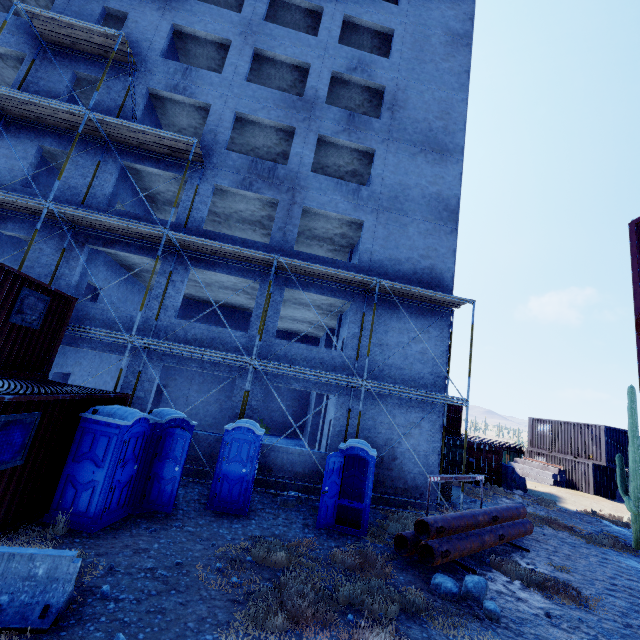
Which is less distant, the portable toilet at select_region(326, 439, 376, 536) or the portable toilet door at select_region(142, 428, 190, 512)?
the portable toilet door at select_region(142, 428, 190, 512)

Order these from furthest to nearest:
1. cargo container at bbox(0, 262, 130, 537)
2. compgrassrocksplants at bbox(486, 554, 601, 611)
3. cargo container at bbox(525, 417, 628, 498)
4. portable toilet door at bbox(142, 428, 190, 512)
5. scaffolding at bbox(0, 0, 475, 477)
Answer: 1. cargo container at bbox(525, 417, 628, 498)
2. scaffolding at bbox(0, 0, 475, 477)
3. portable toilet door at bbox(142, 428, 190, 512)
4. compgrassrocksplants at bbox(486, 554, 601, 611)
5. cargo container at bbox(0, 262, 130, 537)

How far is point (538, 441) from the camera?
26.2 meters

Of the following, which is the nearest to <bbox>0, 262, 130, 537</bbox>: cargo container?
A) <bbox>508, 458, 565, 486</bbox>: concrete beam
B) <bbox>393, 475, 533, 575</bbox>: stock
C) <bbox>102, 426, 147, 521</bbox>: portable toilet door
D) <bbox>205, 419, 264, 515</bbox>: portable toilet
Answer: <bbox>102, 426, 147, 521</bbox>: portable toilet door

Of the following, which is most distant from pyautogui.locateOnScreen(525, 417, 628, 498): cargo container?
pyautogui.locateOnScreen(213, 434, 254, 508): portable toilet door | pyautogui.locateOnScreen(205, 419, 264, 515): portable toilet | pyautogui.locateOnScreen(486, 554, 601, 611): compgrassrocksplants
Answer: pyautogui.locateOnScreen(213, 434, 254, 508): portable toilet door

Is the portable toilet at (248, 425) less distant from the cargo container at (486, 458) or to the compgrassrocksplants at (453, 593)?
the compgrassrocksplants at (453, 593)

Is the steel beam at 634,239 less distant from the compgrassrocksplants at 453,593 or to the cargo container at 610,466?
the cargo container at 610,466

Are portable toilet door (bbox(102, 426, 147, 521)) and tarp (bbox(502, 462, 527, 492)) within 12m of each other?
no
